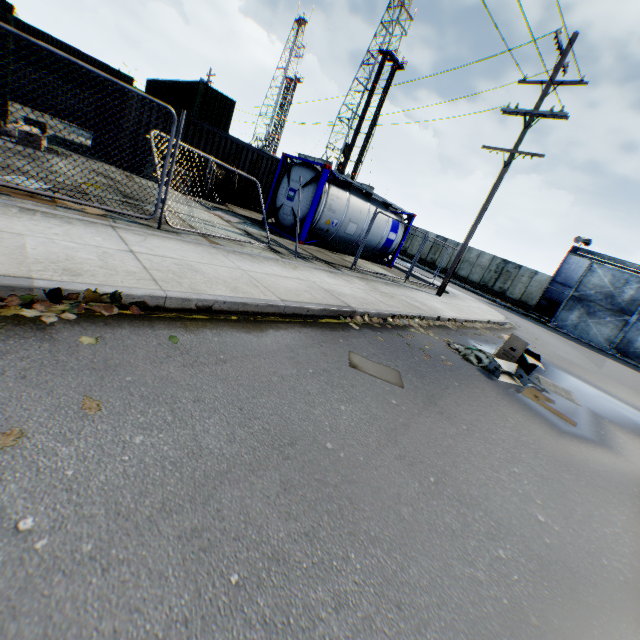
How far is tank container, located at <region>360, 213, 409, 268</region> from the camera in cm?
1526

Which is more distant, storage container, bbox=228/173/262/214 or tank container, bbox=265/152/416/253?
storage container, bbox=228/173/262/214

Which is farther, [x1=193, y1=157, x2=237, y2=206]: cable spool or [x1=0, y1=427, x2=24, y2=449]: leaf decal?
[x1=193, y1=157, x2=237, y2=206]: cable spool

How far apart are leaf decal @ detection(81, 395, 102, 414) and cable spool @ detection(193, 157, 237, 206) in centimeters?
1325cm

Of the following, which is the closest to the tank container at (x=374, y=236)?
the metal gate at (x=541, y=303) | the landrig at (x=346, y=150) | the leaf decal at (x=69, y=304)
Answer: the leaf decal at (x=69, y=304)

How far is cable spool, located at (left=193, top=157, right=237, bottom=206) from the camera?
13.7 meters

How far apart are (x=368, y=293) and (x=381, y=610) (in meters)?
7.34

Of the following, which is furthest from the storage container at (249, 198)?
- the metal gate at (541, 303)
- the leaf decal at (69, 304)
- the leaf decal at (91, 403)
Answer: the metal gate at (541, 303)
